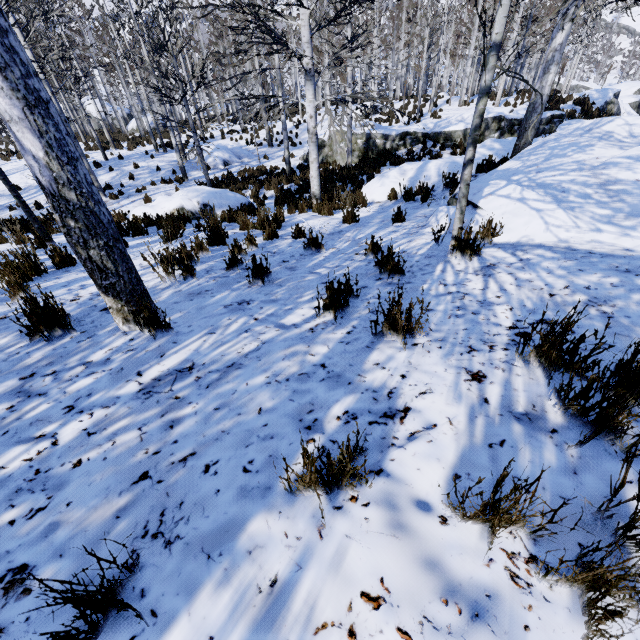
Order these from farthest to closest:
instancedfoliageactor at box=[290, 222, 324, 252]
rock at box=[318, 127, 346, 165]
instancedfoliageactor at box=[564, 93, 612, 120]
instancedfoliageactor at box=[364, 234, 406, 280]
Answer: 1. rock at box=[318, 127, 346, 165]
2. instancedfoliageactor at box=[564, 93, 612, 120]
3. instancedfoliageactor at box=[290, 222, 324, 252]
4. instancedfoliageactor at box=[364, 234, 406, 280]

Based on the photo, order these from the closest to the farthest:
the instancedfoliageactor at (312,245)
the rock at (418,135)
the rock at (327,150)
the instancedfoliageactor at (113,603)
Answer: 1. the instancedfoliageactor at (113,603)
2. the instancedfoliageactor at (312,245)
3. the rock at (418,135)
4. the rock at (327,150)

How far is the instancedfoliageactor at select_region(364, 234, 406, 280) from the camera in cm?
327

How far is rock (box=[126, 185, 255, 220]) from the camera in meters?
8.6 m

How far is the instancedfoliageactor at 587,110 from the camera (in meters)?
15.86

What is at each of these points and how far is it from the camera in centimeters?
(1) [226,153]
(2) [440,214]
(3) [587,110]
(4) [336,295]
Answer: (1) rock, 1880cm
(2) rock, 515cm
(3) instancedfoliageactor, 1639cm
(4) instancedfoliageactor, 262cm

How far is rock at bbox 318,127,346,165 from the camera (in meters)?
16.50
